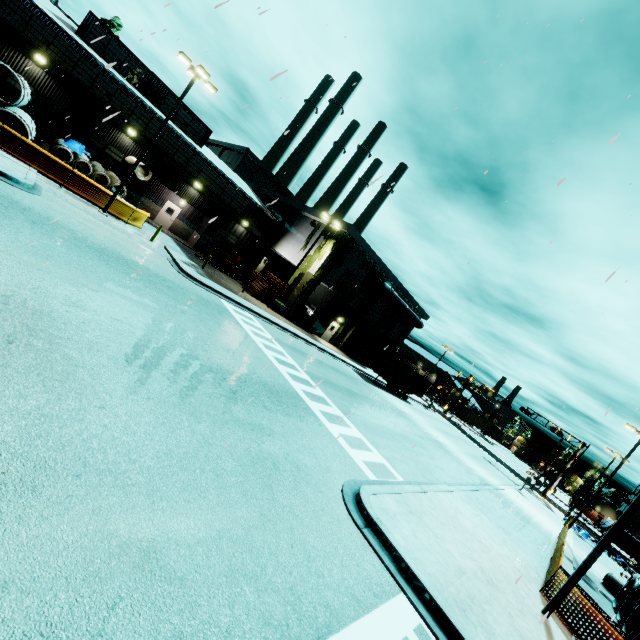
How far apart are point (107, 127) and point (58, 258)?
21.1m

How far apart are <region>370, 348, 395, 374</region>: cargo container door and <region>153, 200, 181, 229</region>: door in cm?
2470

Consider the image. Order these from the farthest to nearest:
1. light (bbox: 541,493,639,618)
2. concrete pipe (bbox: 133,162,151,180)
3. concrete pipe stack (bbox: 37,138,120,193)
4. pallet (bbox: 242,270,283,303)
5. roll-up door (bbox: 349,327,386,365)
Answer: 1. roll-up door (bbox: 349,327,386,365)
2. pallet (bbox: 242,270,283,303)
3. concrete pipe (bbox: 133,162,151,180)
4. concrete pipe stack (bbox: 37,138,120,193)
5. light (bbox: 541,493,639,618)

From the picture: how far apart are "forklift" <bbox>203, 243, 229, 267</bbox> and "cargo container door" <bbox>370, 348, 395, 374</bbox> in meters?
18.2

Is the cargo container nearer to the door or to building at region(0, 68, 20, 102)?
building at region(0, 68, 20, 102)

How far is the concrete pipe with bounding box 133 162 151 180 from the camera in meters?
22.4 m

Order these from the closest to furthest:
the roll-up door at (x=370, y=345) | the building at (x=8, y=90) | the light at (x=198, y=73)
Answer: the light at (x=198, y=73), the building at (x=8, y=90), the roll-up door at (x=370, y=345)

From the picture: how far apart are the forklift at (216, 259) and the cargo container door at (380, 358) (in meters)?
18.18
